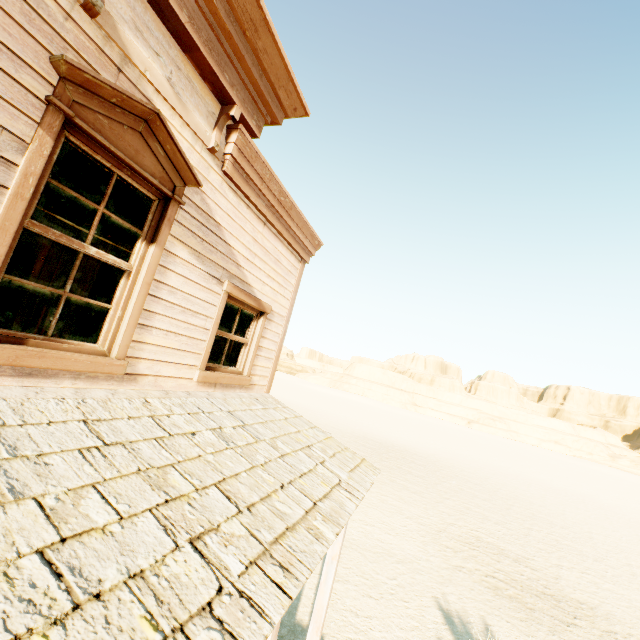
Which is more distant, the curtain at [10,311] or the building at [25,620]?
the curtain at [10,311]

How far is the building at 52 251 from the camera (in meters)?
8.06

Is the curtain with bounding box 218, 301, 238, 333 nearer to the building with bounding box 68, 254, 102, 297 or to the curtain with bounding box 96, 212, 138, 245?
the building with bounding box 68, 254, 102, 297

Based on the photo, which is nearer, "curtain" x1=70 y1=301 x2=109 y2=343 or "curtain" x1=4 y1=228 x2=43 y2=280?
"curtain" x1=4 y1=228 x2=43 y2=280

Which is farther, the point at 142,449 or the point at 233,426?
the point at 233,426

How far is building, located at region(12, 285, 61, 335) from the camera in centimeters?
625cm

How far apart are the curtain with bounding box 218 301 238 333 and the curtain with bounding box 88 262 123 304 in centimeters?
131cm
